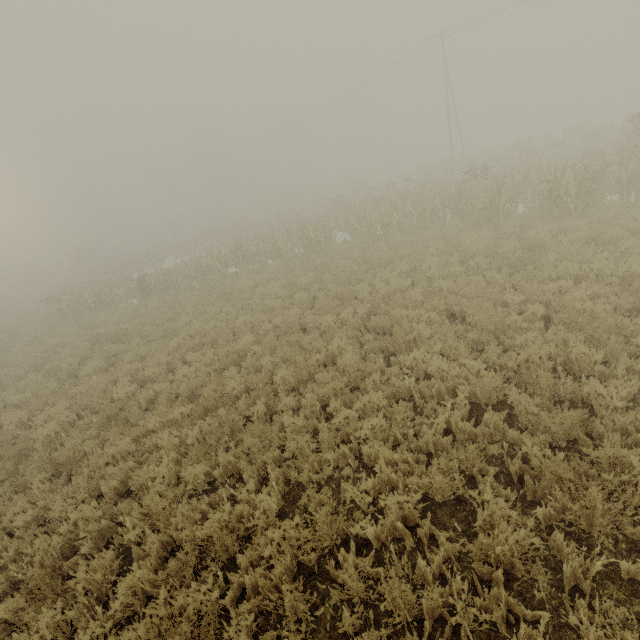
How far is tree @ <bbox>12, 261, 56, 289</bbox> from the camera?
45.25m

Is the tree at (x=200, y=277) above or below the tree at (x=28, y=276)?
below

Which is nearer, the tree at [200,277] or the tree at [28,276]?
the tree at [200,277]

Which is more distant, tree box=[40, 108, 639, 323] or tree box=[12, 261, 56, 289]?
tree box=[12, 261, 56, 289]

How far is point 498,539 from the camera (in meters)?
3.32

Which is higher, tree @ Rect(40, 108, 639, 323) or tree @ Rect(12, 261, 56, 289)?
tree @ Rect(12, 261, 56, 289)
